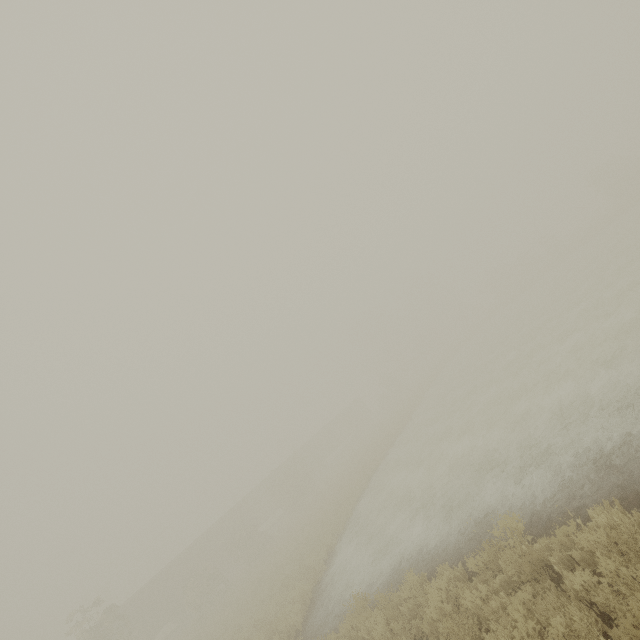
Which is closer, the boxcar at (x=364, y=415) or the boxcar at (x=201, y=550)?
the boxcar at (x=201, y=550)

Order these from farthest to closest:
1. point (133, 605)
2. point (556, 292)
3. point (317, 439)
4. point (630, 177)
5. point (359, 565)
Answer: point (317, 439)
point (630, 177)
point (556, 292)
point (133, 605)
point (359, 565)

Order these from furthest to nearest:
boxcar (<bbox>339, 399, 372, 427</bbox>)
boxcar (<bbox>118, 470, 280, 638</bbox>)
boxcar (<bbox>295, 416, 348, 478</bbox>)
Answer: boxcar (<bbox>339, 399, 372, 427</bbox>)
boxcar (<bbox>295, 416, 348, 478</bbox>)
boxcar (<bbox>118, 470, 280, 638</bbox>)

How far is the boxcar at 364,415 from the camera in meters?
56.5

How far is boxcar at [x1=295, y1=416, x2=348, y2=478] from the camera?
46.7m

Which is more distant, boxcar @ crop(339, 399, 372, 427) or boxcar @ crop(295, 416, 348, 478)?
boxcar @ crop(339, 399, 372, 427)
